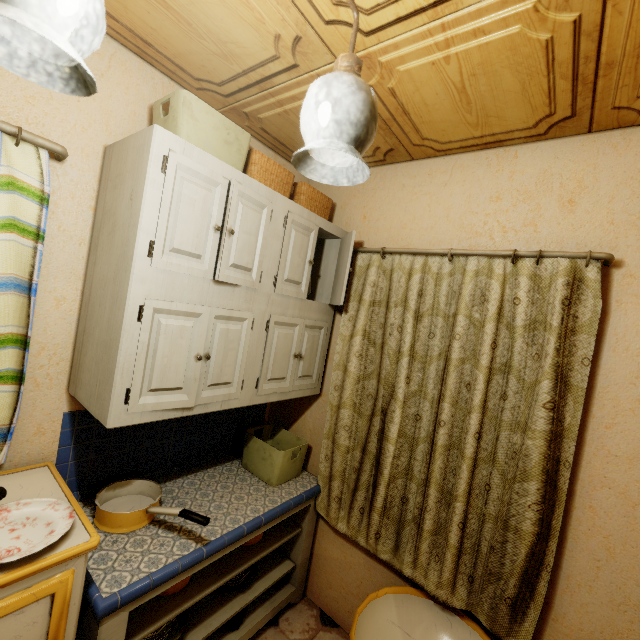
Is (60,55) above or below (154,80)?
below

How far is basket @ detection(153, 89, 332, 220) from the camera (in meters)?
1.31

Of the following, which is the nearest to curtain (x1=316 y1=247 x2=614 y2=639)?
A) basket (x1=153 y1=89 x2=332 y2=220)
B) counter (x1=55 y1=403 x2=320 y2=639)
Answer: counter (x1=55 y1=403 x2=320 y2=639)

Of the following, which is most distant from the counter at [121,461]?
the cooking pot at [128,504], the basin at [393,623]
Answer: the basin at [393,623]

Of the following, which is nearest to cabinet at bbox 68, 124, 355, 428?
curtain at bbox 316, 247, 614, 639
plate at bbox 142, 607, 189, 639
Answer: curtain at bbox 316, 247, 614, 639

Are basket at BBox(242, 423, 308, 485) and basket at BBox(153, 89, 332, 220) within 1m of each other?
no

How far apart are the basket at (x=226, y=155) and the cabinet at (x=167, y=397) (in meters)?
0.11

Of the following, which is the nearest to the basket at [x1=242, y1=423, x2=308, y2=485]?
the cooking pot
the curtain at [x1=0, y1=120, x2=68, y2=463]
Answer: the cooking pot
